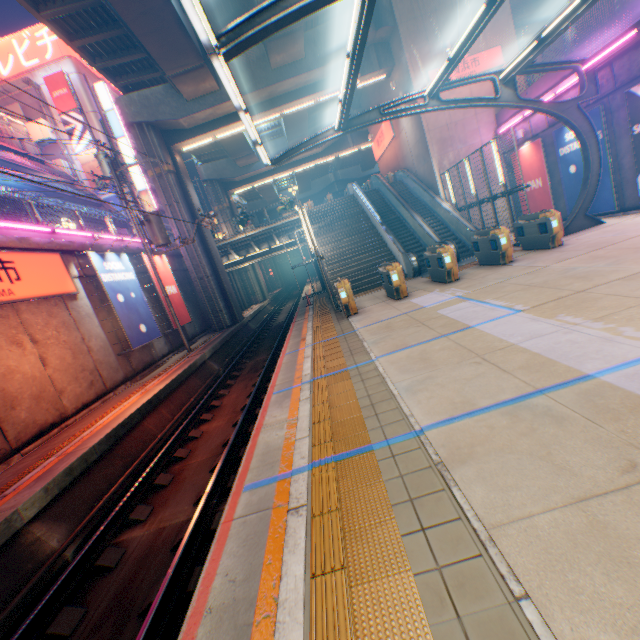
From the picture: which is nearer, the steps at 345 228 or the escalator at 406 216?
the escalator at 406 216

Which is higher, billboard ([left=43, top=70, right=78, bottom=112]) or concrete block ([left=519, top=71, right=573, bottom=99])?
billboard ([left=43, top=70, right=78, bottom=112])

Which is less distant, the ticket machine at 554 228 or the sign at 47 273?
the sign at 47 273

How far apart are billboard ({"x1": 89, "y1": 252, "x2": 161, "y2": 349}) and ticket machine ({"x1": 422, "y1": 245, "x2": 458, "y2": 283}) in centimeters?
1291cm

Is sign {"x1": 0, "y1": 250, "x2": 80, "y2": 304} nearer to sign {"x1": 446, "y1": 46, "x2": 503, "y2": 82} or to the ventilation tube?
sign {"x1": 446, "y1": 46, "x2": 503, "y2": 82}

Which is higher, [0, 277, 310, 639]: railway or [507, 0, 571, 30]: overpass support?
[507, 0, 571, 30]: overpass support

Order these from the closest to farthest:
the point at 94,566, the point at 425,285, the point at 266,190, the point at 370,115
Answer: the point at 94,566 < the point at 370,115 < the point at 425,285 < the point at 266,190

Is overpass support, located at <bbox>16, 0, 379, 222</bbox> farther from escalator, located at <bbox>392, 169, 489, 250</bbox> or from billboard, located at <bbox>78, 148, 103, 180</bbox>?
billboard, located at <bbox>78, 148, 103, 180</bbox>
